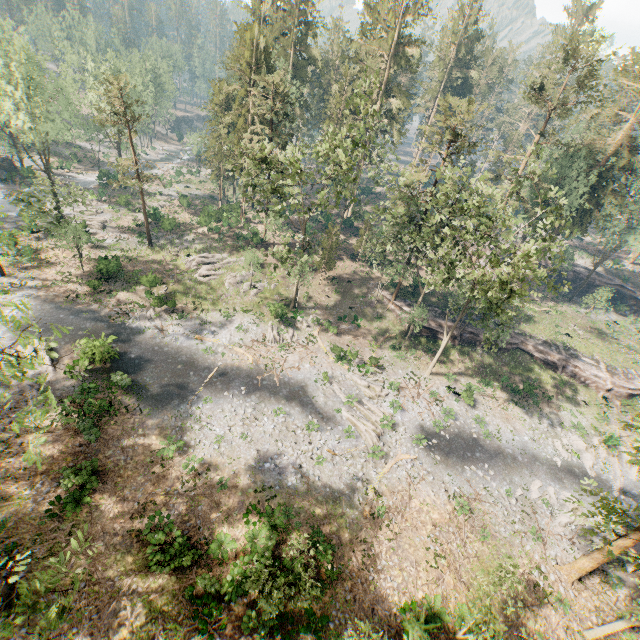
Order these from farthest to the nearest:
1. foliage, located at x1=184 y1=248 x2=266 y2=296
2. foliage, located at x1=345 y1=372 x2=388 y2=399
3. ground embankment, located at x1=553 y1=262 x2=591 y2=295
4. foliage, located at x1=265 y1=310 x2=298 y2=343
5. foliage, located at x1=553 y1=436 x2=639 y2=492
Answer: ground embankment, located at x1=553 y1=262 x2=591 y2=295, foliage, located at x1=184 y1=248 x2=266 y2=296, foliage, located at x1=265 y1=310 x2=298 y2=343, foliage, located at x1=345 y1=372 x2=388 y2=399, foliage, located at x1=553 y1=436 x2=639 y2=492

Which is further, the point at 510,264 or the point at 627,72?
the point at 510,264

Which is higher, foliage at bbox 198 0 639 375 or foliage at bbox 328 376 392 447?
foliage at bbox 198 0 639 375

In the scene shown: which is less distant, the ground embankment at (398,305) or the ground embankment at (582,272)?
the ground embankment at (398,305)

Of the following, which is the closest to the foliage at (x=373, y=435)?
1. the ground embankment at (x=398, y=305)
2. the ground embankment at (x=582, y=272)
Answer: the ground embankment at (x=398, y=305)

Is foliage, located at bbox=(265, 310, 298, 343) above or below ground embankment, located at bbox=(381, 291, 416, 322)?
below

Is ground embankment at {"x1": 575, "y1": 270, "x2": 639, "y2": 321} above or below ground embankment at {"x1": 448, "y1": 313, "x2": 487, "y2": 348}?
above

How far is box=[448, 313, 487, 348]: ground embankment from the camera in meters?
38.1 m
